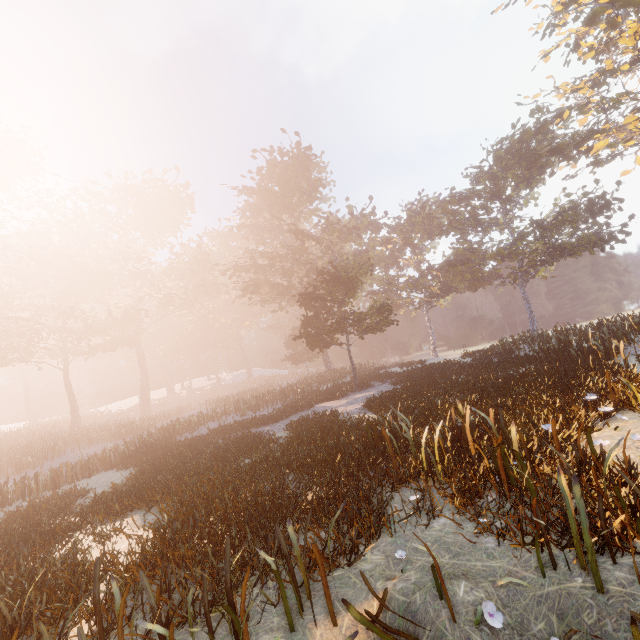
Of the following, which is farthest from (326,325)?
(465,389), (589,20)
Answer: (589,20)
